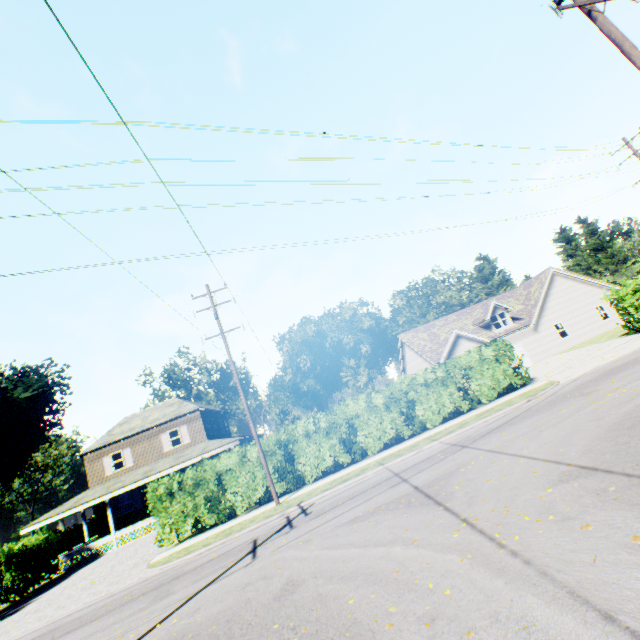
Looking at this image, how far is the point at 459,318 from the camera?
34.9m

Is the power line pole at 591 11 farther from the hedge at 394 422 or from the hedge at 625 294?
the hedge at 625 294

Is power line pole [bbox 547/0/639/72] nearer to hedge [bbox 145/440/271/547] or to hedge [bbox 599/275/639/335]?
hedge [bbox 145/440/271/547]

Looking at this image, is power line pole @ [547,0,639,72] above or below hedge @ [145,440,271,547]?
above

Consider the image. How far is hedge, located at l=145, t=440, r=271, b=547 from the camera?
15.90m

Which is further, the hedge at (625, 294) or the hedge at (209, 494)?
the hedge at (625, 294)

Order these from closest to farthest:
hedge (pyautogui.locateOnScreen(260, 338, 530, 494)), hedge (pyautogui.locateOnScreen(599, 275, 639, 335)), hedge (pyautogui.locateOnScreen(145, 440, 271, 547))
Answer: hedge (pyautogui.locateOnScreen(145, 440, 271, 547))
hedge (pyautogui.locateOnScreen(260, 338, 530, 494))
hedge (pyautogui.locateOnScreen(599, 275, 639, 335))
